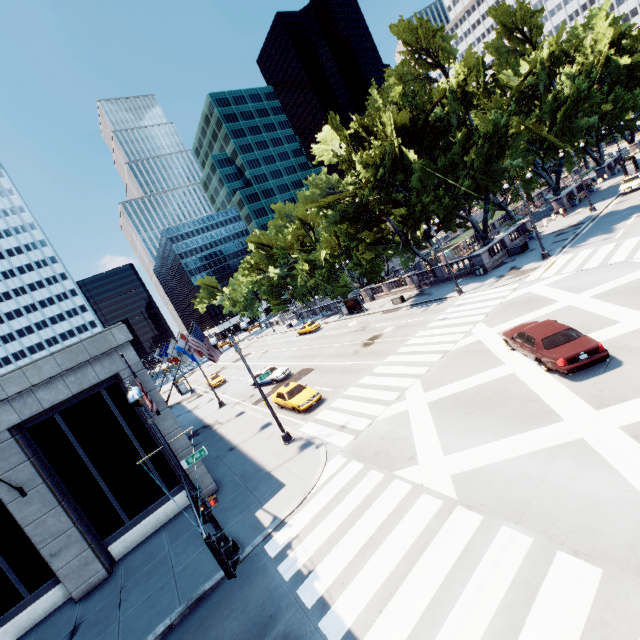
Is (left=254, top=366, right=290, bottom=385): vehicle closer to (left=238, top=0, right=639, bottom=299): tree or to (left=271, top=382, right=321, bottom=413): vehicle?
(left=271, top=382, right=321, bottom=413): vehicle

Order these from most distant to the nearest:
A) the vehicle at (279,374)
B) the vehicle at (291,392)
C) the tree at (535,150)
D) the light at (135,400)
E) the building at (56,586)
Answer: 1. the vehicle at (279,374)
2. the tree at (535,150)
3. the vehicle at (291,392)
4. the building at (56,586)
5. the light at (135,400)

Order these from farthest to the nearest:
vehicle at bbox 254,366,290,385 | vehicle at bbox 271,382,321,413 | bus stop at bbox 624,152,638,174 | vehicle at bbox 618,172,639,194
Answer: bus stop at bbox 624,152,638,174 → vehicle at bbox 618,172,639,194 → vehicle at bbox 254,366,290,385 → vehicle at bbox 271,382,321,413

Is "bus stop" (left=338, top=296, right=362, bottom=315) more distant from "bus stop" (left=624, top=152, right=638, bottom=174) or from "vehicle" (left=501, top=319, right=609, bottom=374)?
"bus stop" (left=624, top=152, right=638, bottom=174)

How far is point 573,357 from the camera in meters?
11.9 m

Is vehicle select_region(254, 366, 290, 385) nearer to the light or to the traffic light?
the light

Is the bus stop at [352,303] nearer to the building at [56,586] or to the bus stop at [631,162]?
the building at [56,586]

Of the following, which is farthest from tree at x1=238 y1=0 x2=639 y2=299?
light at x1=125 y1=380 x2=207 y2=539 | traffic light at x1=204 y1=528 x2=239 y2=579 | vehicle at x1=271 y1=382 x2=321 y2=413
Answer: traffic light at x1=204 y1=528 x2=239 y2=579
